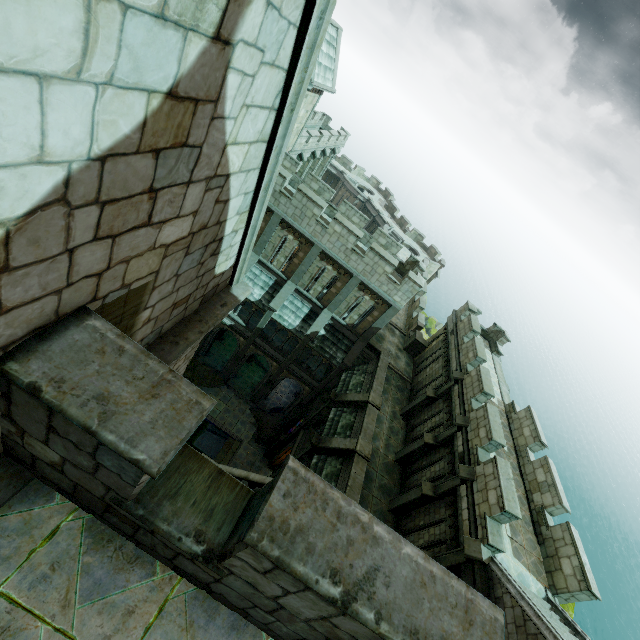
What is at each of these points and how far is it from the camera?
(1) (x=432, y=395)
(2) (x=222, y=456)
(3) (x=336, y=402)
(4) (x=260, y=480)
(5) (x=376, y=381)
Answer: (1) stone column, 19.2 meters
(2) stone column, 23.4 meters
(3) stone column, 19.7 meters
(4) stair, 14.4 meters
(5) wall trim, 20.4 meters

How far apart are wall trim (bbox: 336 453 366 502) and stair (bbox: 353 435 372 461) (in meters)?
0.01

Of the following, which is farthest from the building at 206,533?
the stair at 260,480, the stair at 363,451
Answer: the stair at 363,451

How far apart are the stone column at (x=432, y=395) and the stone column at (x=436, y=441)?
2.5m

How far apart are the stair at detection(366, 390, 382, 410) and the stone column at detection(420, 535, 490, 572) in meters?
7.2

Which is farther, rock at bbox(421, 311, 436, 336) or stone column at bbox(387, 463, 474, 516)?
rock at bbox(421, 311, 436, 336)

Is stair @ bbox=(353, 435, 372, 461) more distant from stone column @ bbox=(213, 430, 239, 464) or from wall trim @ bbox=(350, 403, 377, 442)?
stone column @ bbox=(213, 430, 239, 464)

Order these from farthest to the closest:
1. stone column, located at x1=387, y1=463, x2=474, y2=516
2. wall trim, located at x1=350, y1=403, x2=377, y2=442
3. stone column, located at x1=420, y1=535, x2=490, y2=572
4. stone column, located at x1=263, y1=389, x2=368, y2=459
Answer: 1. stone column, located at x1=263, y1=389, x2=368, y2=459
2. wall trim, located at x1=350, y1=403, x2=377, y2=442
3. stone column, located at x1=387, y1=463, x2=474, y2=516
4. stone column, located at x1=420, y1=535, x2=490, y2=572
